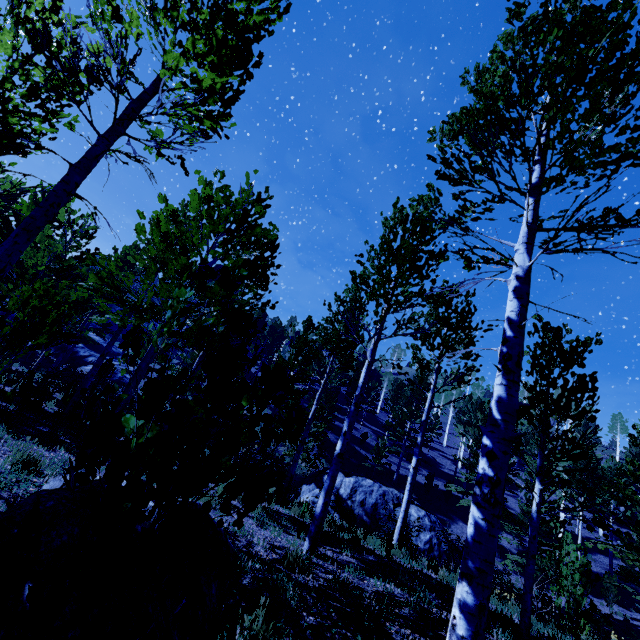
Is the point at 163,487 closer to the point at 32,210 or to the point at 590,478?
the point at 32,210

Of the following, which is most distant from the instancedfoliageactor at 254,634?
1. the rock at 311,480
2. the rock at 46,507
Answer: the rock at 311,480

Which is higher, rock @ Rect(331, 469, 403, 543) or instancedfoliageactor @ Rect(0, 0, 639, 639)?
instancedfoliageactor @ Rect(0, 0, 639, 639)

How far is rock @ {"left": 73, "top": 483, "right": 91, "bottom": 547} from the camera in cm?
244

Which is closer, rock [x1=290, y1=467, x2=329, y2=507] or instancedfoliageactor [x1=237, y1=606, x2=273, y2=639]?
instancedfoliageactor [x1=237, y1=606, x2=273, y2=639]

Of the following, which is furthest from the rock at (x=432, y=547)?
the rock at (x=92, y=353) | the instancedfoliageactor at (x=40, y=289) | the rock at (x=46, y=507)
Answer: the rock at (x=92, y=353)

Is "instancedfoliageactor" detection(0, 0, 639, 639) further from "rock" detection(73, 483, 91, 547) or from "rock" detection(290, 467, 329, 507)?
"rock" detection(290, 467, 329, 507)

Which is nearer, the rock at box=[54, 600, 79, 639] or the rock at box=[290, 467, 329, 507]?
the rock at box=[54, 600, 79, 639]
